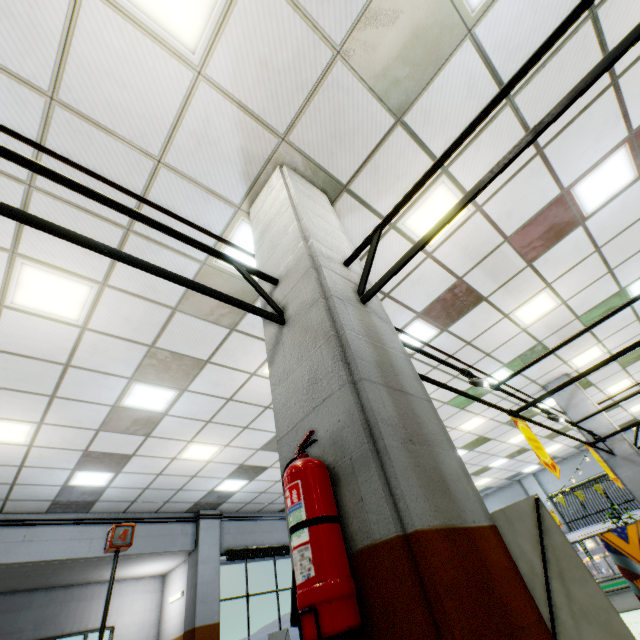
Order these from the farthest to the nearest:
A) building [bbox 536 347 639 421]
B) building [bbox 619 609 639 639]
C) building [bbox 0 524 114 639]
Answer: building [bbox 536 347 639 421], building [bbox 0 524 114 639], building [bbox 619 609 639 639]

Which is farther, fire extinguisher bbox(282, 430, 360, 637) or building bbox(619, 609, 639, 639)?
building bbox(619, 609, 639, 639)

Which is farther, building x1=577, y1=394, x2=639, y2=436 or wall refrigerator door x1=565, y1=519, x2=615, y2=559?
wall refrigerator door x1=565, y1=519, x2=615, y2=559

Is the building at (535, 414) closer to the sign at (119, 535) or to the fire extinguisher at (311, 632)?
the fire extinguisher at (311, 632)

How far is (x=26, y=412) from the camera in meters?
5.4 m

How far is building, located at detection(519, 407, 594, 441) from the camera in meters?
8.0

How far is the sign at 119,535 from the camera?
3.0m

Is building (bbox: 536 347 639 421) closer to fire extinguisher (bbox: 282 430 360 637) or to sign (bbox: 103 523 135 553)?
fire extinguisher (bbox: 282 430 360 637)
